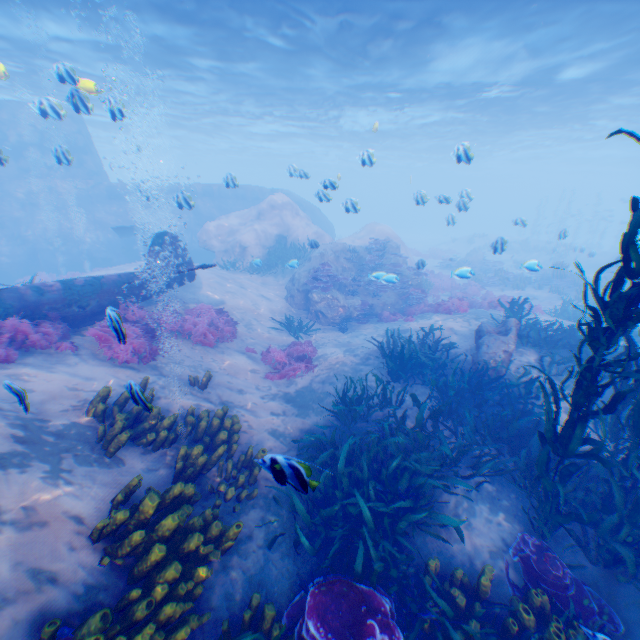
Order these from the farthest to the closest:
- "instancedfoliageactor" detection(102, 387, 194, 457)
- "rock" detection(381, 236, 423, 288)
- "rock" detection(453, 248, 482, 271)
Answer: "rock" detection(453, 248, 482, 271) → "rock" detection(381, 236, 423, 288) → "instancedfoliageactor" detection(102, 387, 194, 457)

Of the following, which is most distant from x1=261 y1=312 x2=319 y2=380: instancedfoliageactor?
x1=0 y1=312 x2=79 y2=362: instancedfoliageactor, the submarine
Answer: x1=0 y1=312 x2=79 y2=362: instancedfoliageactor

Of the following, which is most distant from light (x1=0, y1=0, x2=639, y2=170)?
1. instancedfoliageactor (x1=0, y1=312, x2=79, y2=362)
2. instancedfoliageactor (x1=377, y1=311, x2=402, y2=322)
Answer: instancedfoliageactor (x1=377, y1=311, x2=402, y2=322)

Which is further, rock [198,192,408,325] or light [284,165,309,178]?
rock [198,192,408,325]

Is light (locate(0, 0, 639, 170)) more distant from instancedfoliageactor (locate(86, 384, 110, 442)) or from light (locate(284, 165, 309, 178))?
instancedfoliageactor (locate(86, 384, 110, 442))

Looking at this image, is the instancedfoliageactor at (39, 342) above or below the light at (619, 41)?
below

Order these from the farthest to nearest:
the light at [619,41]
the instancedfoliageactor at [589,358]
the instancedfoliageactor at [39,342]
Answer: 1. the light at [619,41]
2. the instancedfoliageactor at [39,342]
3. the instancedfoliageactor at [589,358]

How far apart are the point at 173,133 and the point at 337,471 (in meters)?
Answer: 45.10
